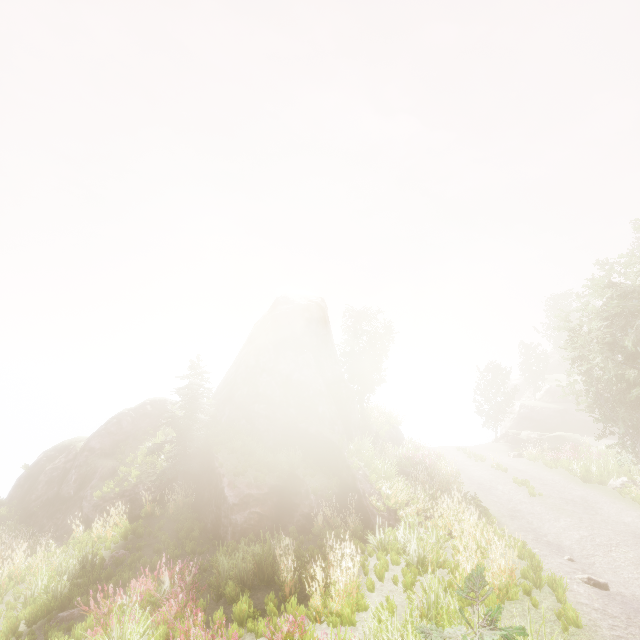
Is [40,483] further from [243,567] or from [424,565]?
[424,565]

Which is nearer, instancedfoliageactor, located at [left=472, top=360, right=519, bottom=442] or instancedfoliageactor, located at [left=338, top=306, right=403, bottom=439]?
instancedfoliageactor, located at [left=338, top=306, right=403, bottom=439]

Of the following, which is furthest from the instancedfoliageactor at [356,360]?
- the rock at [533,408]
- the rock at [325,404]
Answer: the rock at [533,408]

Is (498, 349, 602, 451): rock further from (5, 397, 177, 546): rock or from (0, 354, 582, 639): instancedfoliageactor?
(5, 397, 177, 546): rock

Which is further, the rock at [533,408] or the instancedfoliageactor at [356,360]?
the rock at [533,408]

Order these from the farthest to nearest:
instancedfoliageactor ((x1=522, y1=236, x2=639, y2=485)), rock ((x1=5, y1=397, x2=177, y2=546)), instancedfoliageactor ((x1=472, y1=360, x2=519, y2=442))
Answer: instancedfoliageactor ((x1=472, y1=360, x2=519, y2=442))
instancedfoliageactor ((x1=522, y1=236, x2=639, y2=485))
rock ((x1=5, y1=397, x2=177, y2=546))
